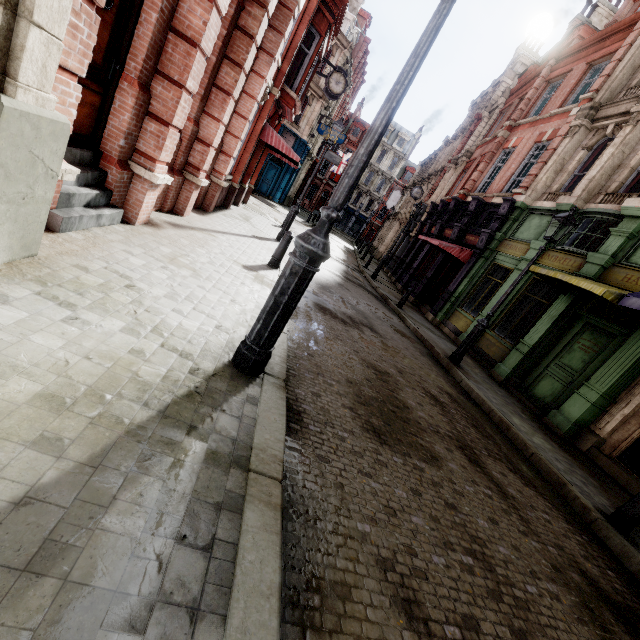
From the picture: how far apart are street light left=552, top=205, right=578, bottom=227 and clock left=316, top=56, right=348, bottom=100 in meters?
13.1

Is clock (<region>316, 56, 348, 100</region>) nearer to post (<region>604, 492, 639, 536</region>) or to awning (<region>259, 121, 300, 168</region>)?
awning (<region>259, 121, 300, 168</region>)

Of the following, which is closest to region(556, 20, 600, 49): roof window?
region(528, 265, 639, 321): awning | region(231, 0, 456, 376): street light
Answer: region(528, 265, 639, 321): awning

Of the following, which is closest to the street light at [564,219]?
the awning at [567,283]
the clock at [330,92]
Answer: the awning at [567,283]

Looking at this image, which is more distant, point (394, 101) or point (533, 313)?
point (533, 313)

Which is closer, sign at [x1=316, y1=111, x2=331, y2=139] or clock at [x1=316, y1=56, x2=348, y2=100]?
clock at [x1=316, y1=56, x2=348, y2=100]

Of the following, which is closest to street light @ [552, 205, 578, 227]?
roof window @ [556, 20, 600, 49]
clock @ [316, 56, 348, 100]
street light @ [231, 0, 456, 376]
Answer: street light @ [231, 0, 456, 376]

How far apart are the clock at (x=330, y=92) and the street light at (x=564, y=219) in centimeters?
1311cm
